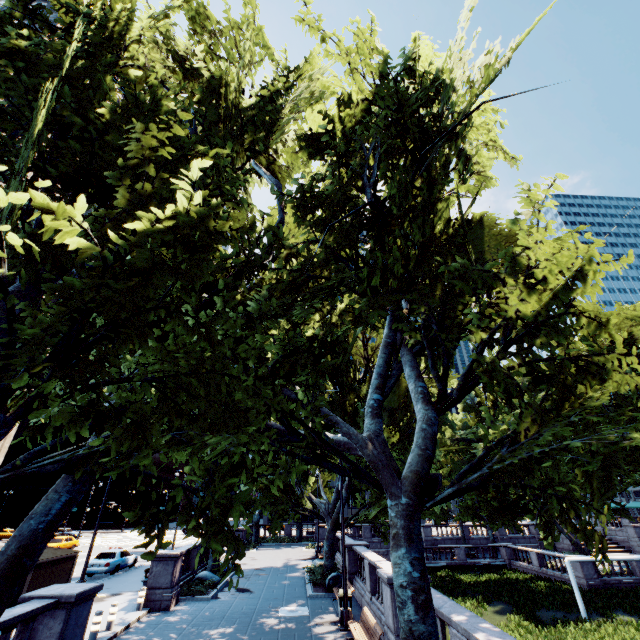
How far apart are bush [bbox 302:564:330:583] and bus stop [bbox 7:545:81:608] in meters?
12.2

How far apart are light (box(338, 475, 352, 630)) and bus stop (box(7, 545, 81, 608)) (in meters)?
12.54

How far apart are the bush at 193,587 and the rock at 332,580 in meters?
6.5 m

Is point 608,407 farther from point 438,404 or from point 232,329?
point 232,329

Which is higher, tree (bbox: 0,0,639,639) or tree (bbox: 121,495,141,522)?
tree (bbox: 0,0,639,639)

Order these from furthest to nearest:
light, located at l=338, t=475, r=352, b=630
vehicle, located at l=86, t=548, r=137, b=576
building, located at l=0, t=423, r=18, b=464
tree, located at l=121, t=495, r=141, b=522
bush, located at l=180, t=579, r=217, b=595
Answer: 1. building, located at l=0, t=423, r=18, b=464
2. vehicle, located at l=86, t=548, r=137, b=576
3. bush, located at l=180, t=579, r=217, b=595
4. light, located at l=338, t=475, r=352, b=630
5. tree, located at l=121, t=495, r=141, b=522

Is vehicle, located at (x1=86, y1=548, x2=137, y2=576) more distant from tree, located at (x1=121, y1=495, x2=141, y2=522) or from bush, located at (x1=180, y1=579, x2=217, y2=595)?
bush, located at (x1=180, y1=579, x2=217, y2=595)

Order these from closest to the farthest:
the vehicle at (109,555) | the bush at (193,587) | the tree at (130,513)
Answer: the tree at (130,513)
the bush at (193,587)
the vehicle at (109,555)
